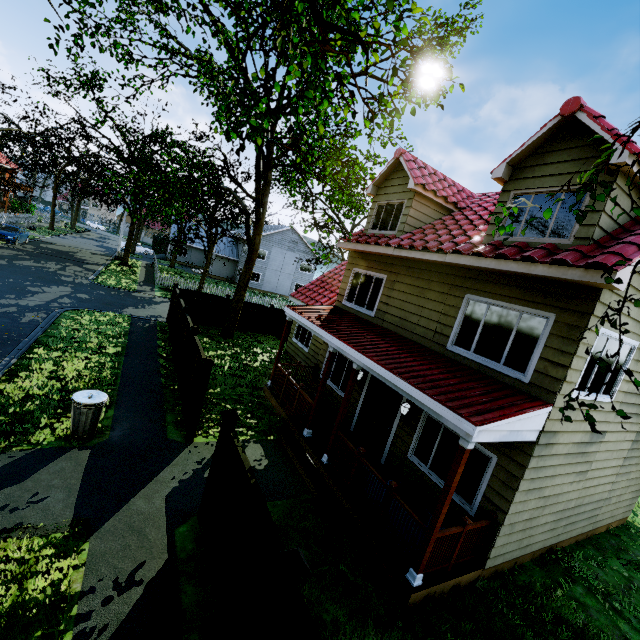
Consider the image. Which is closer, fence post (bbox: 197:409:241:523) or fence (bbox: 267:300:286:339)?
fence post (bbox: 197:409:241:523)

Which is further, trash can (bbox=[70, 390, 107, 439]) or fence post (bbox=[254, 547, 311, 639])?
trash can (bbox=[70, 390, 107, 439])

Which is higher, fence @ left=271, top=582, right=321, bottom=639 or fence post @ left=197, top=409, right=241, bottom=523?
fence post @ left=197, top=409, right=241, bottom=523

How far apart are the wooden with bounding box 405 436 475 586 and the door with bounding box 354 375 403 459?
3.5m

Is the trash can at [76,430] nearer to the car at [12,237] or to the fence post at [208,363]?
the fence post at [208,363]

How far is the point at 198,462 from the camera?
7.53m

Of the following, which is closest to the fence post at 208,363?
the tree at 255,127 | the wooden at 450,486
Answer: the tree at 255,127

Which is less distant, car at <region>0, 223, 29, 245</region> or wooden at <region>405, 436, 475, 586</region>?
wooden at <region>405, 436, 475, 586</region>
